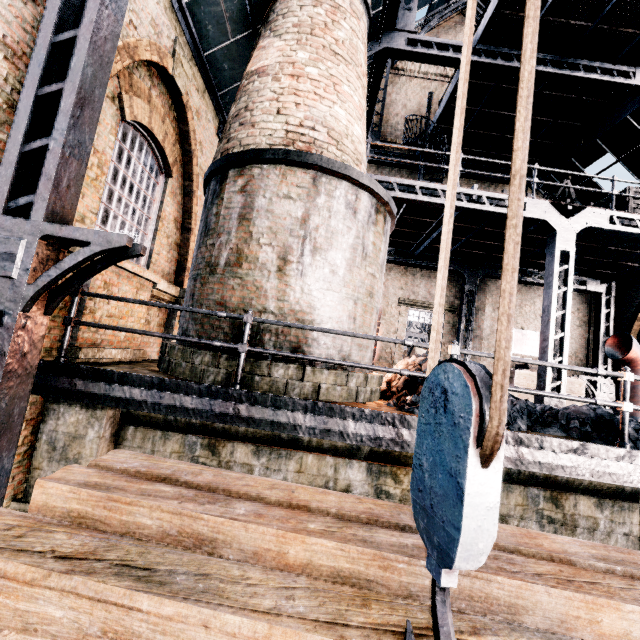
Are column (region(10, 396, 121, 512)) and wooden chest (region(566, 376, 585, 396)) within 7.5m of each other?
no

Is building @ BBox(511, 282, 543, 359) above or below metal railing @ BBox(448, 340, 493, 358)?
above

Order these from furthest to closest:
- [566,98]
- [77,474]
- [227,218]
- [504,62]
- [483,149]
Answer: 1. [483,149]
2. [566,98]
3. [504,62]
4. [227,218]
5. [77,474]

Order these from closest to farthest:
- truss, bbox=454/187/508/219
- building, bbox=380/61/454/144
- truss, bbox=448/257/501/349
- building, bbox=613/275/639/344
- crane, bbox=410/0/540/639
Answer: crane, bbox=410/0/540/639
truss, bbox=454/187/508/219
building, bbox=613/275/639/344
truss, bbox=448/257/501/349
building, bbox=380/61/454/144

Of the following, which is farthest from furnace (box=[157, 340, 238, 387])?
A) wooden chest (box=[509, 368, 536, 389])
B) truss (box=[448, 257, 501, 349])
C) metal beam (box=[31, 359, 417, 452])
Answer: wooden chest (box=[509, 368, 536, 389])

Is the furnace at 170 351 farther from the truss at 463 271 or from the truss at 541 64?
the truss at 463 271

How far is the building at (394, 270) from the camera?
16.23m

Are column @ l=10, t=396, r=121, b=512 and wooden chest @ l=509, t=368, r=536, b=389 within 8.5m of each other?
no
